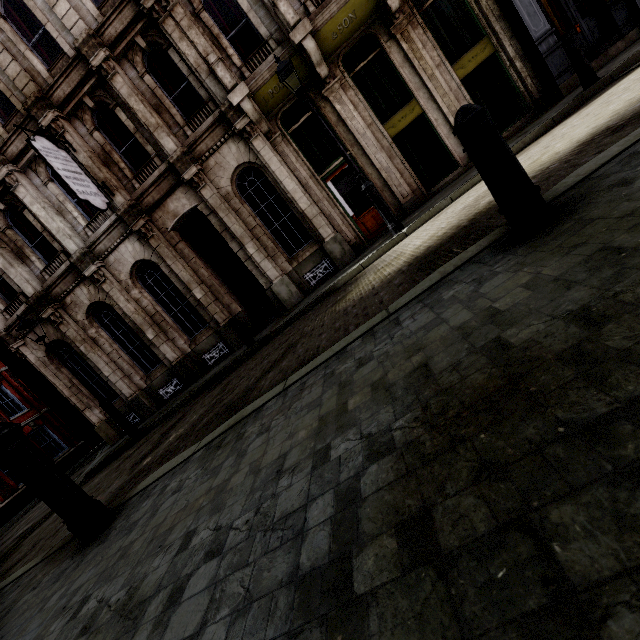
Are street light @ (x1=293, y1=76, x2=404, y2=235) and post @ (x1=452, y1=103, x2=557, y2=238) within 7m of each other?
yes

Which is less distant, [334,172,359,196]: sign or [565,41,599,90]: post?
[565,41,599,90]: post

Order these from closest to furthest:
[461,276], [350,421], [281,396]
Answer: [350,421] → [461,276] → [281,396]

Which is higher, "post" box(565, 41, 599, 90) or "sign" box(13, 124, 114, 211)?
"sign" box(13, 124, 114, 211)

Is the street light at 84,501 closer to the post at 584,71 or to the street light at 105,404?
the street light at 105,404

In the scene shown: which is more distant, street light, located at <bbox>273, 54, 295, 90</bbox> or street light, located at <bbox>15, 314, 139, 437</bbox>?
street light, located at <bbox>15, 314, 139, 437</bbox>

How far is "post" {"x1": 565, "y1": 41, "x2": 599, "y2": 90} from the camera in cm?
676

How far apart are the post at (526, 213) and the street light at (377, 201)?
5.6m
